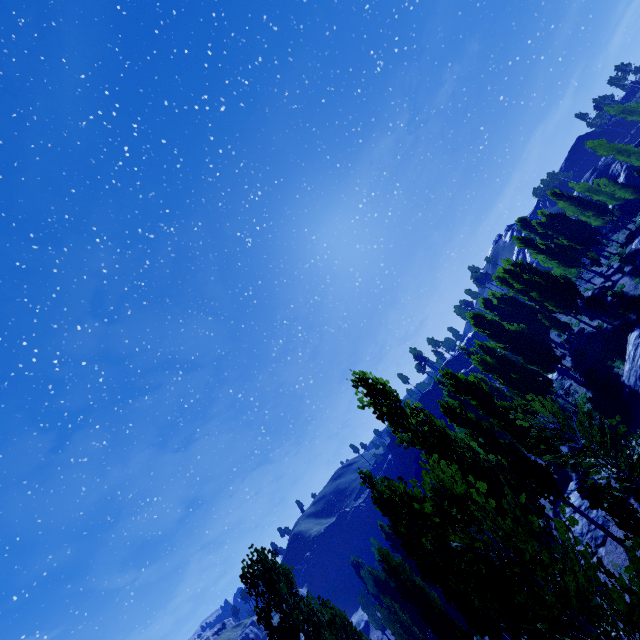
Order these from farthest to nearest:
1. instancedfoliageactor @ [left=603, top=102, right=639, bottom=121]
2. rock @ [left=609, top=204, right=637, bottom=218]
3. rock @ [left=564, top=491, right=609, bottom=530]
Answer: instancedfoliageactor @ [left=603, top=102, right=639, bottom=121]
rock @ [left=609, top=204, right=637, bottom=218]
rock @ [left=564, top=491, right=609, bottom=530]

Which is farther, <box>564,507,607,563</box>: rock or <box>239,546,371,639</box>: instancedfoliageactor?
<box>564,507,607,563</box>: rock

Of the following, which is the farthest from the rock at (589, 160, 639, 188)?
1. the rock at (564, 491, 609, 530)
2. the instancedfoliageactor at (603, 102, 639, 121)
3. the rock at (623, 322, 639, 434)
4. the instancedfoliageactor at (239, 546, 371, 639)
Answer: the instancedfoliageactor at (239, 546, 371, 639)

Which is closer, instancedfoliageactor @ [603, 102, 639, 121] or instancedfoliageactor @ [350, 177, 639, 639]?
instancedfoliageactor @ [350, 177, 639, 639]

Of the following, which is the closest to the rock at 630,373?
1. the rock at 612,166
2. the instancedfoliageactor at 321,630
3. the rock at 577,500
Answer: the rock at 577,500

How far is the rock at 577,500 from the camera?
16.36m

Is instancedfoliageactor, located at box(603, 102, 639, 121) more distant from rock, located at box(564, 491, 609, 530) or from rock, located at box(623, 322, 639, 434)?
rock, located at box(564, 491, 609, 530)

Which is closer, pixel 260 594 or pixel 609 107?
pixel 260 594
